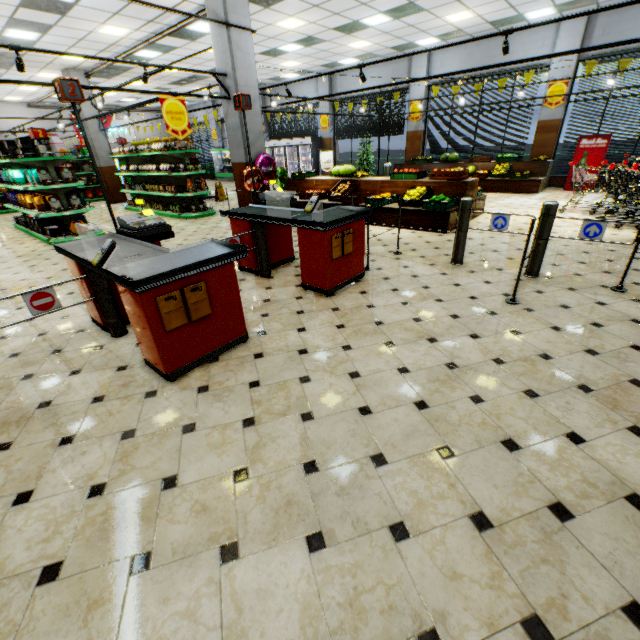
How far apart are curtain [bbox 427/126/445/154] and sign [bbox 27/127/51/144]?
13.4m

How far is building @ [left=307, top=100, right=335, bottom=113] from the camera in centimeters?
1643cm

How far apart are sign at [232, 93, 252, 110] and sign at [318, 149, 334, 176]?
13.3 meters

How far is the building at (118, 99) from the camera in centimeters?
1798cm

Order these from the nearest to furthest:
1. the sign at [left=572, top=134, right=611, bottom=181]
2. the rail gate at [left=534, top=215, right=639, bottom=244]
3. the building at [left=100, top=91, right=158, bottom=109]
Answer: the rail gate at [left=534, top=215, right=639, bottom=244], the sign at [left=572, top=134, right=611, bottom=181], the building at [left=100, top=91, right=158, bottom=109]

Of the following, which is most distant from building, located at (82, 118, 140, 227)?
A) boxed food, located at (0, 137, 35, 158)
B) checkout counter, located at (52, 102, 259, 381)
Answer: boxed food, located at (0, 137, 35, 158)

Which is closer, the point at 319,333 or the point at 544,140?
the point at 319,333

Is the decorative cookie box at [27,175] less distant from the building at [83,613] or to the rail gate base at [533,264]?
the building at [83,613]
